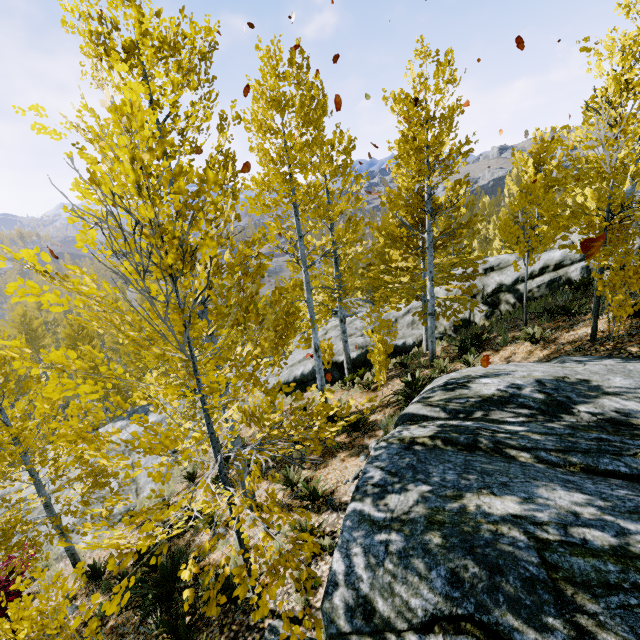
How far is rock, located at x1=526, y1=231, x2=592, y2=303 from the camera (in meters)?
11.86

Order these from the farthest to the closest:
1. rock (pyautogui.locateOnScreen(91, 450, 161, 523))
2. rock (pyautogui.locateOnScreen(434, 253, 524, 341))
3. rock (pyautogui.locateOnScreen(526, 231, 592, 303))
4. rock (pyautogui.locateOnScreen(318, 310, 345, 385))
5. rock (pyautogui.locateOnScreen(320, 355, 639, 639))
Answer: rock (pyautogui.locateOnScreen(318, 310, 345, 385)) < rock (pyautogui.locateOnScreen(434, 253, 524, 341)) < rock (pyautogui.locateOnScreen(526, 231, 592, 303)) < rock (pyautogui.locateOnScreen(91, 450, 161, 523)) < rock (pyautogui.locateOnScreen(320, 355, 639, 639))

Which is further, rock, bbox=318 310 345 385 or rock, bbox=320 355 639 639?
rock, bbox=318 310 345 385

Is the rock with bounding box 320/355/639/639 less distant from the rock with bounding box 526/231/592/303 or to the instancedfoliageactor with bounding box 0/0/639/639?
the instancedfoliageactor with bounding box 0/0/639/639

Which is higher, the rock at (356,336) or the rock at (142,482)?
the rock at (356,336)

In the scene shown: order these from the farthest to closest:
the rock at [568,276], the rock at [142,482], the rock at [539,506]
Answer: the rock at [568,276]
the rock at [142,482]
the rock at [539,506]

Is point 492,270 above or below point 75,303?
below
